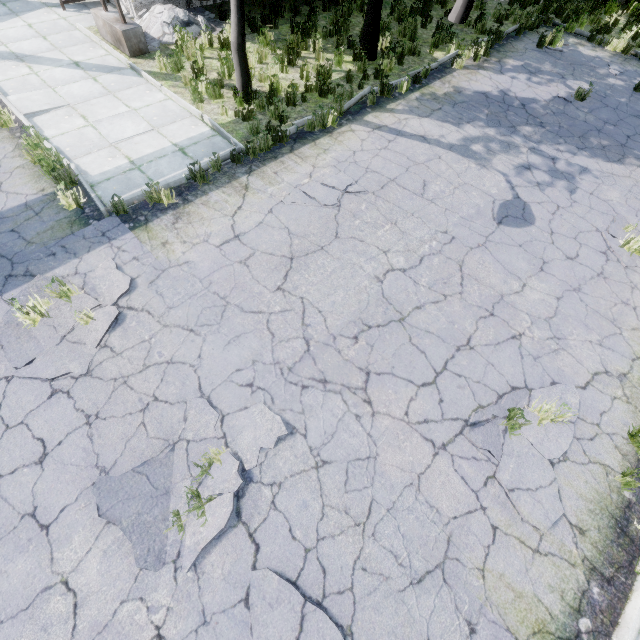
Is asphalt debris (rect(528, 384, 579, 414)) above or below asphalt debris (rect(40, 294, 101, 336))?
above

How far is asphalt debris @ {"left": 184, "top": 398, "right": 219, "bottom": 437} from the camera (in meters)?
4.06

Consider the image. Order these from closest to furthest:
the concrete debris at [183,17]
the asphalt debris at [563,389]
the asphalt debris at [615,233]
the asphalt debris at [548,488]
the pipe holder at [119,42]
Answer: the asphalt debris at [548,488] → the asphalt debris at [563,389] → the asphalt debris at [615,233] → the pipe holder at [119,42] → the concrete debris at [183,17]

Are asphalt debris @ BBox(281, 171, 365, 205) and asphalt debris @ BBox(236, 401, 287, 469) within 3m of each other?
no

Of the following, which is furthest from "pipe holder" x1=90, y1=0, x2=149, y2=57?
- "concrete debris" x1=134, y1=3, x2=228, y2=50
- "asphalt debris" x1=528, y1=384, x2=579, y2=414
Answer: "asphalt debris" x1=528, y1=384, x2=579, y2=414

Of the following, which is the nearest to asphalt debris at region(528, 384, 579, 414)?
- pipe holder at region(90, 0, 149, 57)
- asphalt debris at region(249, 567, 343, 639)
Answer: asphalt debris at region(249, 567, 343, 639)

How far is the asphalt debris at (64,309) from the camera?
4.6m

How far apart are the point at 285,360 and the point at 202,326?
1.4 meters
